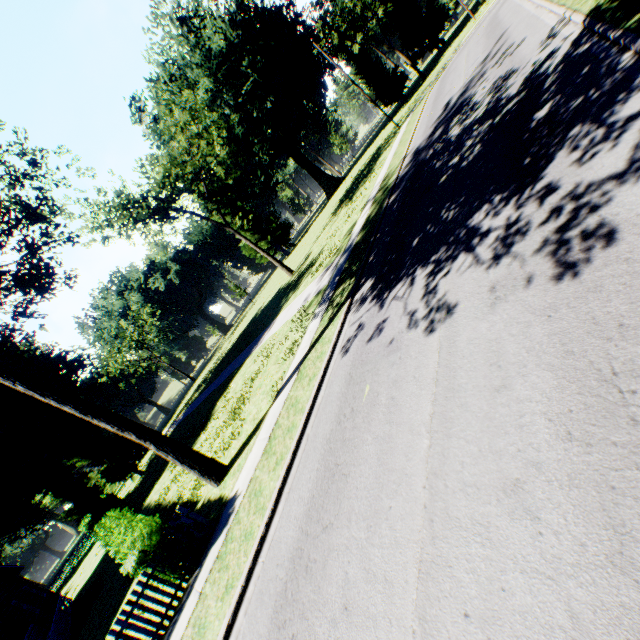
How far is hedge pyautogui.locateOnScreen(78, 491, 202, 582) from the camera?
8.42m

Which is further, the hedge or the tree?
the tree

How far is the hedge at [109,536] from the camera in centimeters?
842cm

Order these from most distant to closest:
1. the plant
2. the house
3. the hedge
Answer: the plant < the house < the hedge

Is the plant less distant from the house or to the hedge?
the house

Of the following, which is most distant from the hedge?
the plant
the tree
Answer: the plant

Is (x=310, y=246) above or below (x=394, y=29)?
below

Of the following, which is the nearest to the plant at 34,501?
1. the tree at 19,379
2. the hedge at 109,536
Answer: the hedge at 109,536
